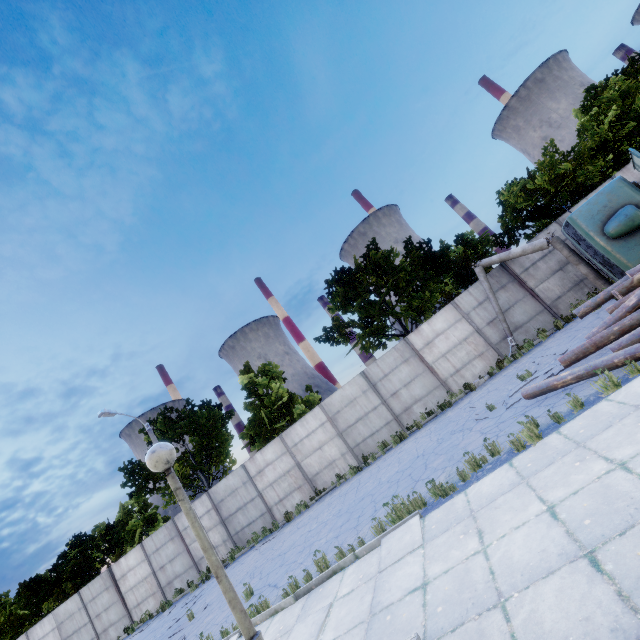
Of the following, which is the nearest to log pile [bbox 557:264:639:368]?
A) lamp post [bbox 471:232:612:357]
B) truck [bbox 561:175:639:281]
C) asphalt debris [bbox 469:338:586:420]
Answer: asphalt debris [bbox 469:338:586:420]

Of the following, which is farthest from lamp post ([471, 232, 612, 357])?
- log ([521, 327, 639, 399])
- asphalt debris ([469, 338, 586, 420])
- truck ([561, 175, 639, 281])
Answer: log ([521, 327, 639, 399])

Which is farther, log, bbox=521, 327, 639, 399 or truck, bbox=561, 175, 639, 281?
truck, bbox=561, 175, 639, 281

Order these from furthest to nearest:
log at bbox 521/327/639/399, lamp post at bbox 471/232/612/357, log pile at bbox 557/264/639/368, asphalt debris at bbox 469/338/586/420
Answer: lamp post at bbox 471/232/612/357, asphalt debris at bbox 469/338/586/420, log pile at bbox 557/264/639/368, log at bbox 521/327/639/399

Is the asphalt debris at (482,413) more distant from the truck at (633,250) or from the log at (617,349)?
the truck at (633,250)

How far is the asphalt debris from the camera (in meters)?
9.11

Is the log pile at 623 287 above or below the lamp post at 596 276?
below

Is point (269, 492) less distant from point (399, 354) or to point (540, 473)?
point (399, 354)
